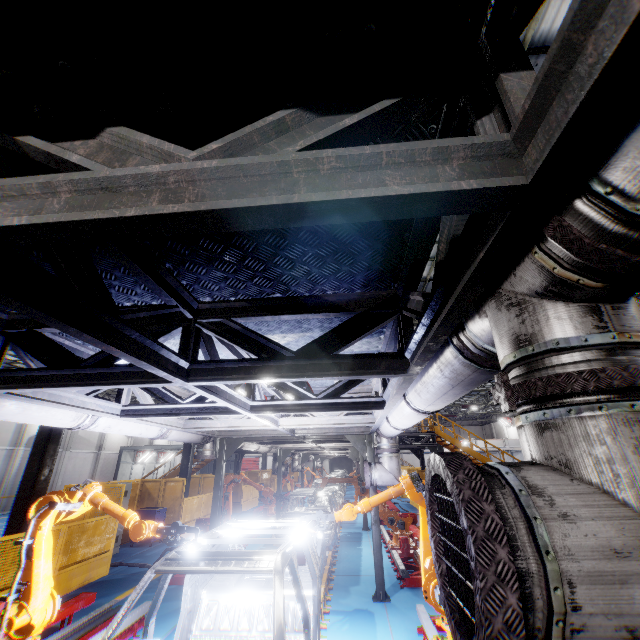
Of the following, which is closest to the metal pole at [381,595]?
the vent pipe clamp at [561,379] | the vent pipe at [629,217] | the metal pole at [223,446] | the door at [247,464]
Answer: the vent pipe at [629,217]

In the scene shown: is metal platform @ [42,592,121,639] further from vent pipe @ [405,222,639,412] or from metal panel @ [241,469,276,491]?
vent pipe @ [405,222,639,412]

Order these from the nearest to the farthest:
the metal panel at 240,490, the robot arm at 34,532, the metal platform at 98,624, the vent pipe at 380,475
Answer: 1. the robot arm at 34,532
2. the metal platform at 98,624
3. the vent pipe at 380,475
4. the metal panel at 240,490

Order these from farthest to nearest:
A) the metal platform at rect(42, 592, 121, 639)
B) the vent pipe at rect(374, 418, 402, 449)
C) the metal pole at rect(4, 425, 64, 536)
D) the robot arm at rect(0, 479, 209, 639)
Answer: the metal pole at rect(4, 425, 64, 536) → the vent pipe at rect(374, 418, 402, 449) → the metal platform at rect(42, 592, 121, 639) → the robot arm at rect(0, 479, 209, 639)

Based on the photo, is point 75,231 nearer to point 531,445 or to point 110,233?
point 110,233

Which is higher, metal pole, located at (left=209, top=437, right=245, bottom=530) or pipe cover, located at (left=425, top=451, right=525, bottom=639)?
metal pole, located at (left=209, top=437, right=245, bottom=530)

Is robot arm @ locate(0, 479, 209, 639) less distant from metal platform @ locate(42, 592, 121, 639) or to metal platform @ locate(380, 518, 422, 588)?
metal platform @ locate(42, 592, 121, 639)

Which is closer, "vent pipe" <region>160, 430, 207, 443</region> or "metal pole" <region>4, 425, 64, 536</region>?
"vent pipe" <region>160, 430, 207, 443</region>
